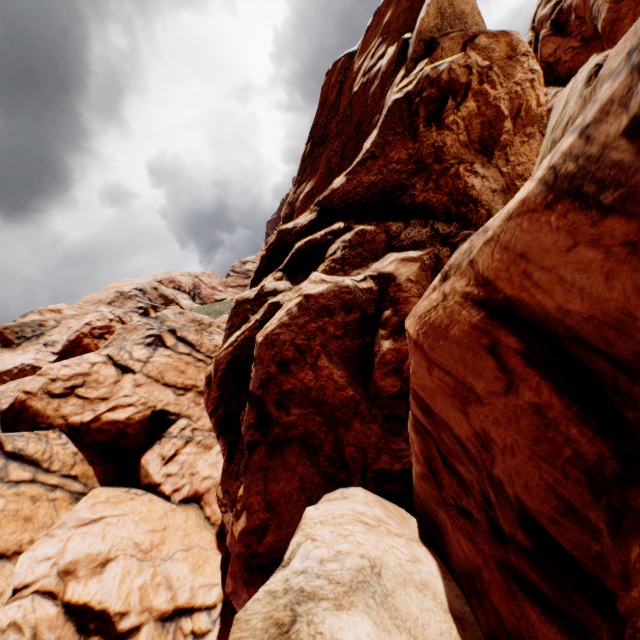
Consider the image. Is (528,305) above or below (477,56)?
below
